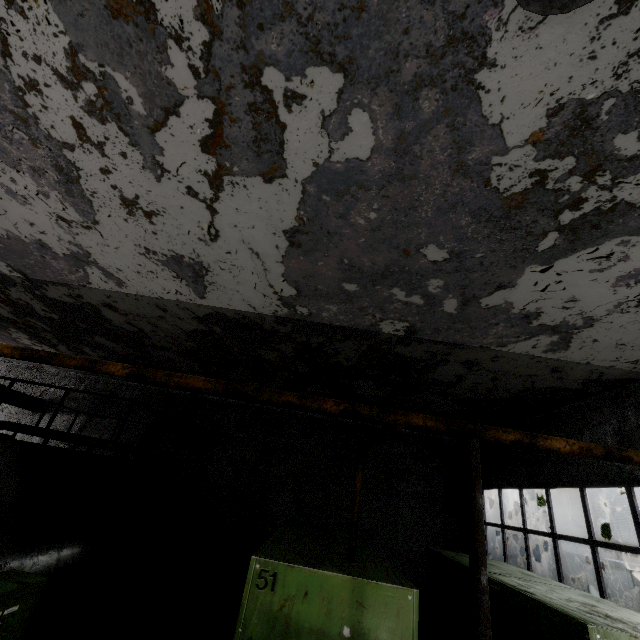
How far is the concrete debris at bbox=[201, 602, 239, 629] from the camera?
9.4m

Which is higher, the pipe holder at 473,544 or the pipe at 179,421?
the pipe at 179,421

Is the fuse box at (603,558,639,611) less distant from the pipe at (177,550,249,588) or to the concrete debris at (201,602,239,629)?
the pipe at (177,550,249,588)

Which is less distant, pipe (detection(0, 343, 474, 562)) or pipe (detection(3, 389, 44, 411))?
pipe (detection(0, 343, 474, 562))

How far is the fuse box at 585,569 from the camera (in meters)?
11.80

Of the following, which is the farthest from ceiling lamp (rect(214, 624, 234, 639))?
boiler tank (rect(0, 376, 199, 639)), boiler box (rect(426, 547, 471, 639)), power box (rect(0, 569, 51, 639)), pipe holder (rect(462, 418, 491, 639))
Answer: pipe holder (rect(462, 418, 491, 639))

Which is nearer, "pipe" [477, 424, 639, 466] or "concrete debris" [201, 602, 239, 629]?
"pipe" [477, 424, 639, 466]

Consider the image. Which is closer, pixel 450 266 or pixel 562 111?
pixel 562 111
